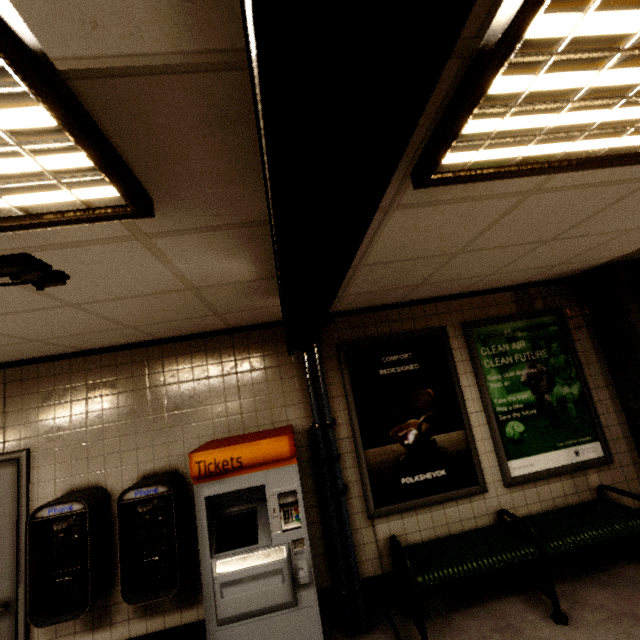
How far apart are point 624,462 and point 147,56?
5.2m

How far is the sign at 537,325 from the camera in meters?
3.5 m

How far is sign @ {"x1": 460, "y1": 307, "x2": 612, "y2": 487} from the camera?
3.46m

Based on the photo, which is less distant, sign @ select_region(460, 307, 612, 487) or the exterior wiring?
the exterior wiring

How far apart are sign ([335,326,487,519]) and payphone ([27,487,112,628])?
2.4m

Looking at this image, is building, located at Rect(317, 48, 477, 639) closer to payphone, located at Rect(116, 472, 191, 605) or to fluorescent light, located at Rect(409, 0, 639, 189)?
fluorescent light, located at Rect(409, 0, 639, 189)

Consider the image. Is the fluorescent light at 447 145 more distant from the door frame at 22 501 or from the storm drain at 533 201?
the door frame at 22 501

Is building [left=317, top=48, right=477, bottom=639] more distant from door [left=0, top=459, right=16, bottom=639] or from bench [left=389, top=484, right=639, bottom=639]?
door [left=0, top=459, right=16, bottom=639]
